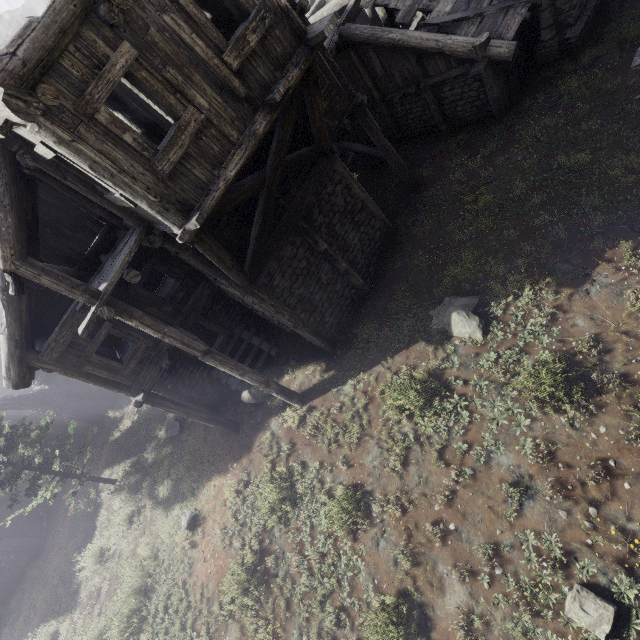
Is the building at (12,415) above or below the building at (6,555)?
above

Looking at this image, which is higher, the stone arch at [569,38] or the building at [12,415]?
the building at [12,415]

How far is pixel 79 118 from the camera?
4.80m

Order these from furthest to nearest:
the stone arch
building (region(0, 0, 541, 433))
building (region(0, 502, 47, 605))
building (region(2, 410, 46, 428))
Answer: building (region(2, 410, 46, 428)) → building (region(0, 502, 47, 605)) → the stone arch → building (region(0, 0, 541, 433))

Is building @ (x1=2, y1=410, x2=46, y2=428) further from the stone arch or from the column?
the column

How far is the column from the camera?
21.0 meters

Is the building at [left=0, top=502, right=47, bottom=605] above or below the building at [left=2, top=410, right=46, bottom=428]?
below
